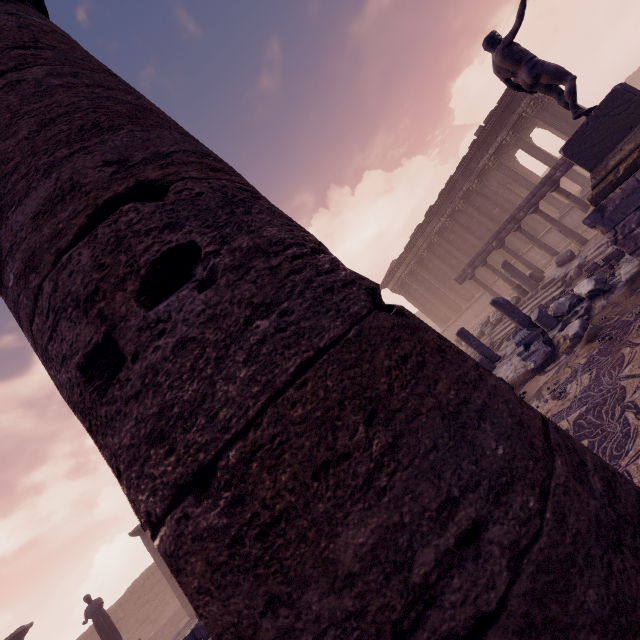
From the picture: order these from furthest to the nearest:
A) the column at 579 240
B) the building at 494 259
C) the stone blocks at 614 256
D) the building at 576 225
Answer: the building at 494 259 < the building at 576 225 < the column at 579 240 < the stone blocks at 614 256

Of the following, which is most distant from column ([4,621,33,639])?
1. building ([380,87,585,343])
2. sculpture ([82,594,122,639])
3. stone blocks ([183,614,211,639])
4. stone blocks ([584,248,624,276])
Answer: → building ([380,87,585,343])

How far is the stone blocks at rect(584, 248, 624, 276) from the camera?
9.7 meters

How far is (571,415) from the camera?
4.9m

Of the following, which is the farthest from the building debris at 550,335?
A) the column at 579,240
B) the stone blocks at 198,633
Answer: the stone blocks at 198,633

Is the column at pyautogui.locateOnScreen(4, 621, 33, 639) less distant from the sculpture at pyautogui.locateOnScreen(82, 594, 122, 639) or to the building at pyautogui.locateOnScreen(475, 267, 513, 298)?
the sculpture at pyautogui.locateOnScreen(82, 594, 122, 639)

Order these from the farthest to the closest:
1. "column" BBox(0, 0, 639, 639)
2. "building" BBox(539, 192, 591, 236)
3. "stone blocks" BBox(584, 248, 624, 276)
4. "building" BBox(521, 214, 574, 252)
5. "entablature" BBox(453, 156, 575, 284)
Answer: "building" BBox(521, 214, 574, 252) < "building" BBox(539, 192, 591, 236) < "entablature" BBox(453, 156, 575, 284) < "stone blocks" BBox(584, 248, 624, 276) < "column" BBox(0, 0, 639, 639)

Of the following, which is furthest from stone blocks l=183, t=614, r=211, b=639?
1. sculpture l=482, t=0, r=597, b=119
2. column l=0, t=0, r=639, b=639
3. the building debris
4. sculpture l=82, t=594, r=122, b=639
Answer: sculpture l=482, t=0, r=597, b=119
